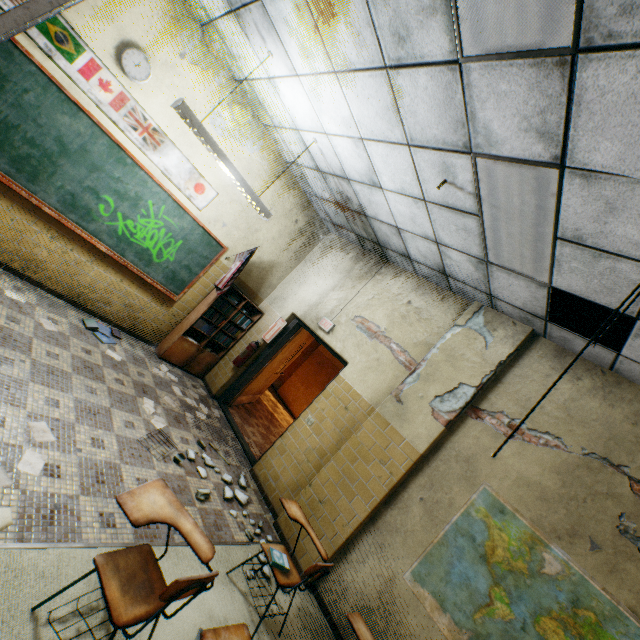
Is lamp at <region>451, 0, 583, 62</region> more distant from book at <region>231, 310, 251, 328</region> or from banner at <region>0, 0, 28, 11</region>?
book at <region>231, 310, 251, 328</region>

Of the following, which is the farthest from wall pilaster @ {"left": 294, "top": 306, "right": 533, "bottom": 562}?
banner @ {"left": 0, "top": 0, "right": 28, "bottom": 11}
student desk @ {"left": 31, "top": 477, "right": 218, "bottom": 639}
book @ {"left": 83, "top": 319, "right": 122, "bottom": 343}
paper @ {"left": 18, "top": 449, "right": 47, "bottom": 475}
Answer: banner @ {"left": 0, "top": 0, "right": 28, "bottom": 11}

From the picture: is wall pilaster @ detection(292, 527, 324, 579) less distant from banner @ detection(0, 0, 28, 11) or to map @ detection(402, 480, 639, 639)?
map @ detection(402, 480, 639, 639)

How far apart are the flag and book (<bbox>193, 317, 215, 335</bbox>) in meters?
0.4

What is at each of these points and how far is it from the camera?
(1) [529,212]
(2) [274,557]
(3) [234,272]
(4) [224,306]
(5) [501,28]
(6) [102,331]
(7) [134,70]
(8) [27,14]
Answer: (1) lamp, 2.55m
(2) book, 2.83m
(3) flag, 5.35m
(4) book, 5.93m
(5) lamp, 1.73m
(6) book, 4.71m
(7) clock, 3.89m
(8) lamp, 2.33m

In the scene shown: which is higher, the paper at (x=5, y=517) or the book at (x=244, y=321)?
the book at (x=244, y=321)

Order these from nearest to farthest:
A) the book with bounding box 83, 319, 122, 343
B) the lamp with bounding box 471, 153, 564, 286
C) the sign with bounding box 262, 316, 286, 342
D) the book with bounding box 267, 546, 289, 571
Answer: the lamp with bounding box 471, 153, 564, 286 < the book with bounding box 267, 546, 289, 571 < the book with bounding box 83, 319, 122, 343 < the sign with bounding box 262, 316, 286, 342

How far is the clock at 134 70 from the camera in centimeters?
379cm
